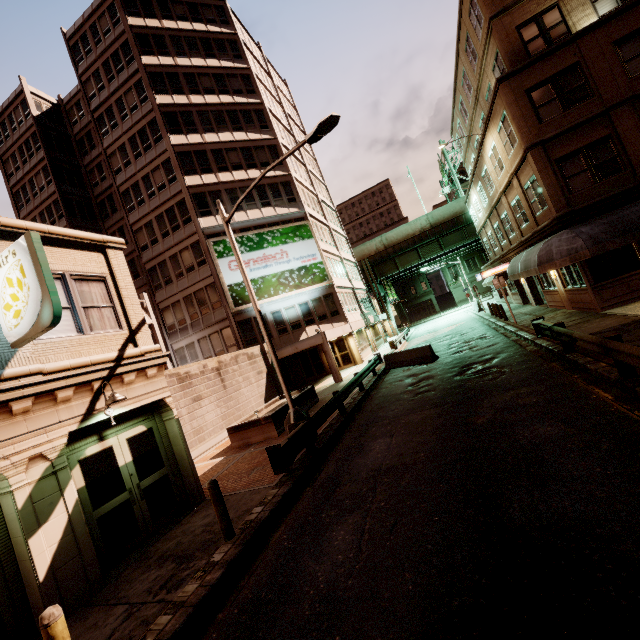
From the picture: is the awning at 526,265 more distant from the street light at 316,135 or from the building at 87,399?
the building at 87,399

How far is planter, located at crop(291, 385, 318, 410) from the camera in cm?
1622

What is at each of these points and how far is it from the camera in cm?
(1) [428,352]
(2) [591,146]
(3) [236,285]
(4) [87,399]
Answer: (1) barrier, 1827
(2) building, 1411
(3) sign, 2564
(4) building, 755

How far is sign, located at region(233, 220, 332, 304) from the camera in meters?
26.5

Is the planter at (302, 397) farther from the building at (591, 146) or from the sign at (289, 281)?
the building at (591, 146)

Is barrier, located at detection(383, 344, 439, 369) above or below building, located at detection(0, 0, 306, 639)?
below

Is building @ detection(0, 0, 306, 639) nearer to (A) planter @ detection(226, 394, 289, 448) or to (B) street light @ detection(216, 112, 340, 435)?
(B) street light @ detection(216, 112, 340, 435)

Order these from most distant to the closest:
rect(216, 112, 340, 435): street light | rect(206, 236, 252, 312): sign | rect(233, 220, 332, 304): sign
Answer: rect(233, 220, 332, 304): sign → rect(206, 236, 252, 312): sign → rect(216, 112, 340, 435): street light
